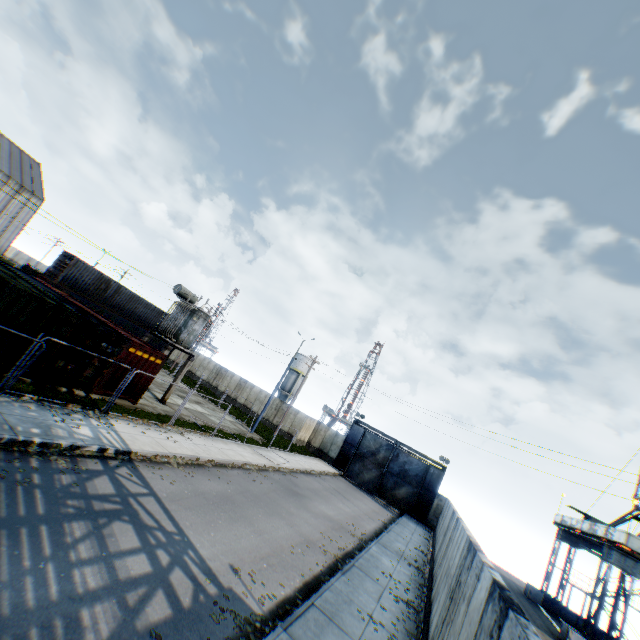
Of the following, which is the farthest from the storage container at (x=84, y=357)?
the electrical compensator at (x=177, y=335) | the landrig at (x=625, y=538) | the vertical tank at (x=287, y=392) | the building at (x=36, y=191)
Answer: the vertical tank at (x=287, y=392)

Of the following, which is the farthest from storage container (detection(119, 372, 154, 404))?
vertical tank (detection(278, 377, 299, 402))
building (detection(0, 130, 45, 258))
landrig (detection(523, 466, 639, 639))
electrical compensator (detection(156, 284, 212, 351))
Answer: vertical tank (detection(278, 377, 299, 402))

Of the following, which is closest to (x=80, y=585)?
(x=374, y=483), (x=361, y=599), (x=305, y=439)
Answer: (x=361, y=599)

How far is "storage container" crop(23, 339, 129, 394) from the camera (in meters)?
13.04

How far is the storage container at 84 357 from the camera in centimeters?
1304cm

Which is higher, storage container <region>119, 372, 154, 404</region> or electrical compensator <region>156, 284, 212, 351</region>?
electrical compensator <region>156, 284, 212, 351</region>

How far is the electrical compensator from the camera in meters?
20.9

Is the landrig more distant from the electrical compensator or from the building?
the building
